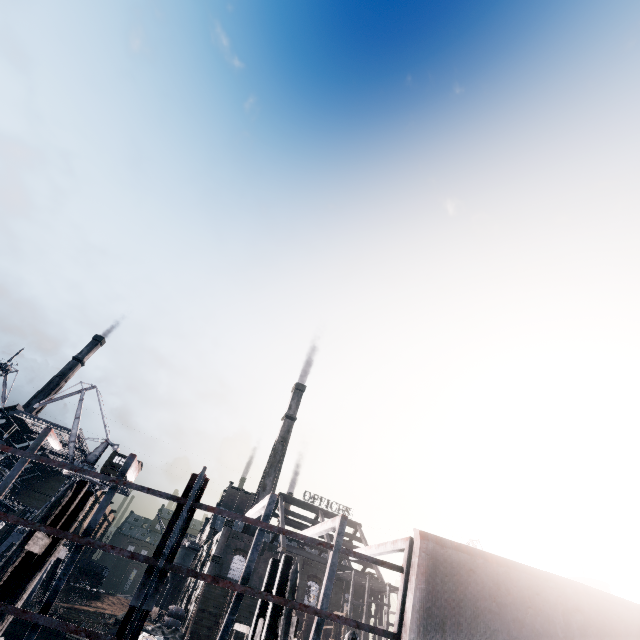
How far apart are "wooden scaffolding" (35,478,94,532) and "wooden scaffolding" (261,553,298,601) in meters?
8.3 m

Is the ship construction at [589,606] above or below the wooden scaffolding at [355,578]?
below

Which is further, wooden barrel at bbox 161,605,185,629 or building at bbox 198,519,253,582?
building at bbox 198,519,253,582

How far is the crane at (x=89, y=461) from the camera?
49.8m

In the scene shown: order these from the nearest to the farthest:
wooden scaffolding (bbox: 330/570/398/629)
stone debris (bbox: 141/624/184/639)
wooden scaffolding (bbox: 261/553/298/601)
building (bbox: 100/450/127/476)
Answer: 1. wooden scaffolding (bbox: 261/553/298/601)
2. stone debris (bbox: 141/624/184/639)
3. wooden scaffolding (bbox: 330/570/398/629)
4. building (bbox: 100/450/127/476)

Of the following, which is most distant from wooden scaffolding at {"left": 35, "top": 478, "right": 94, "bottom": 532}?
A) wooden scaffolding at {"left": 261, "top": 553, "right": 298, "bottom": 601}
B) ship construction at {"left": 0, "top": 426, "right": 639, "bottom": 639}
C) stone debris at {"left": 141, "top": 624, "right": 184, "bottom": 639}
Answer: stone debris at {"left": 141, "top": 624, "right": 184, "bottom": 639}

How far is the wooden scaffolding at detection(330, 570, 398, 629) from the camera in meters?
40.6

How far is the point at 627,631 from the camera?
9.36m
